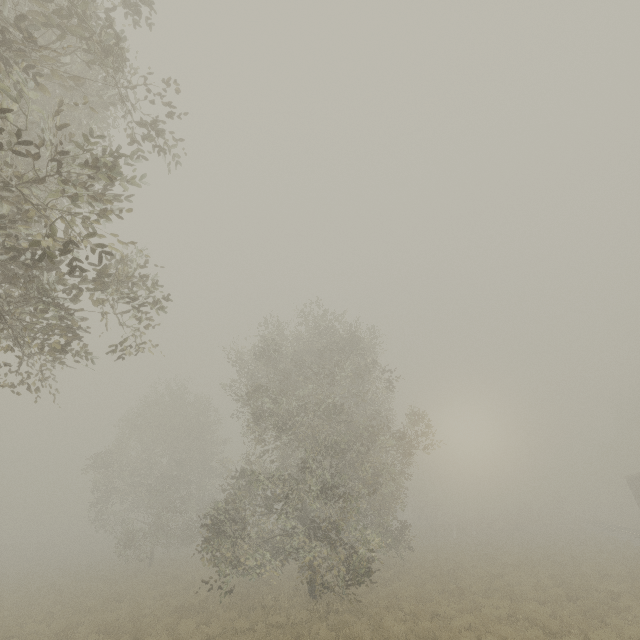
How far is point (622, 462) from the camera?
50.8m
